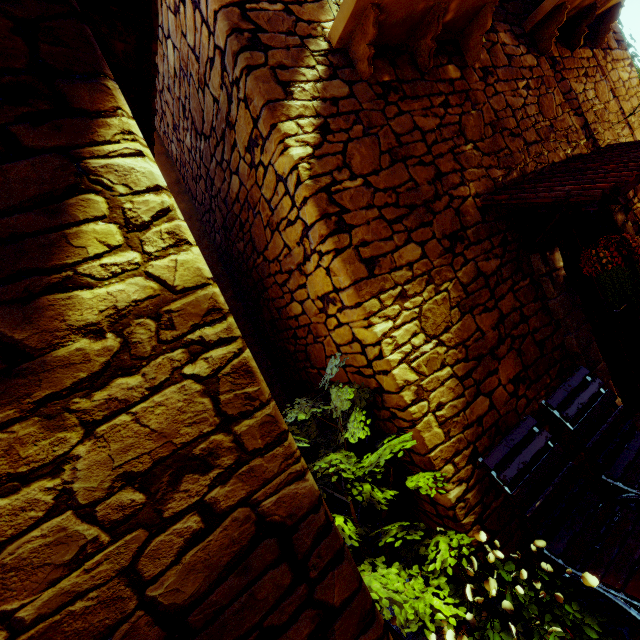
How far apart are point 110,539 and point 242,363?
0.60m

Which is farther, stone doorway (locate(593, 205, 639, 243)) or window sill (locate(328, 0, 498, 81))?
stone doorway (locate(593, 205, 639, 243))

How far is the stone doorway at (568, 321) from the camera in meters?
2.8

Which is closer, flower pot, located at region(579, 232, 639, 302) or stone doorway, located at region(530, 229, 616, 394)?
flower pot, located at region(579, 232, 639, 302)

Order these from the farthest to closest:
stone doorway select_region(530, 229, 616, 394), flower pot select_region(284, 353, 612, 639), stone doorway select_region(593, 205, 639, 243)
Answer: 1. stone doorway select_region(593, 205, 639, 243)
2. stone doorway select_region(530, 229, 616, 394)
3. flower pot select_region(284, 353, 612, 639)

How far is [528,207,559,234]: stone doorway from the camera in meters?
2.8
